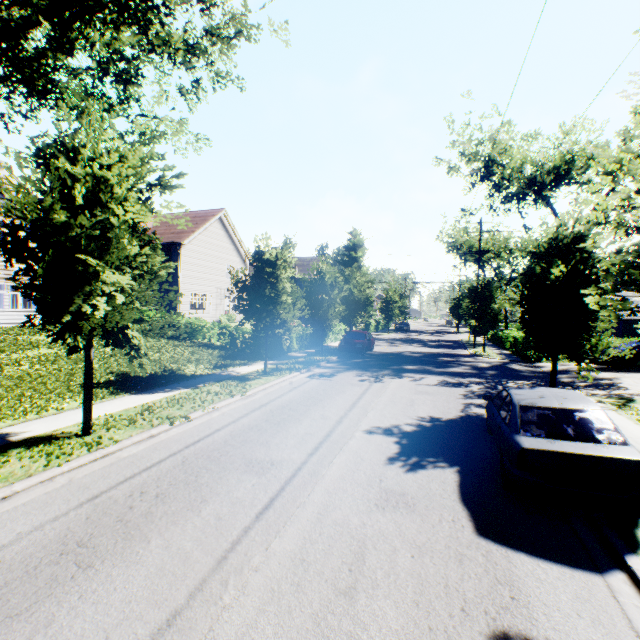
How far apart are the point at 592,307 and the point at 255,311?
11.0m

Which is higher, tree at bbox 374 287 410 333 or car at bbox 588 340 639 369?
tree at bbox 374 287 410 333

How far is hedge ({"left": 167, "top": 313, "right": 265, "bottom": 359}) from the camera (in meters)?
19.16

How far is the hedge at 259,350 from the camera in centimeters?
1916cm

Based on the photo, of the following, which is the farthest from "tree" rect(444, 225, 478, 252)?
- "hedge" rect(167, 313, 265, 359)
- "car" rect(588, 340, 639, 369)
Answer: "car" rect(588, 340, 639, 369)

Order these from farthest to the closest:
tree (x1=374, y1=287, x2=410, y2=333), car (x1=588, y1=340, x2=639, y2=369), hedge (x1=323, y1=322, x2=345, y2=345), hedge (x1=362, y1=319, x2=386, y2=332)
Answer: hedge (x1=362, y1=319, x2=386, y2=332)
tree (x1=374, y1=287, x2=410, y2=333)
hedge (x1=323, y1=322, x2=345, y2=345)
car (x1=588, y1=340, x2=639, y2=369)

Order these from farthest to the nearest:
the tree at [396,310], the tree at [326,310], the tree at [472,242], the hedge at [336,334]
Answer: the tree at [396,310], the tree at [472,242], the hedge at [336,334], the tree at [326,310]
